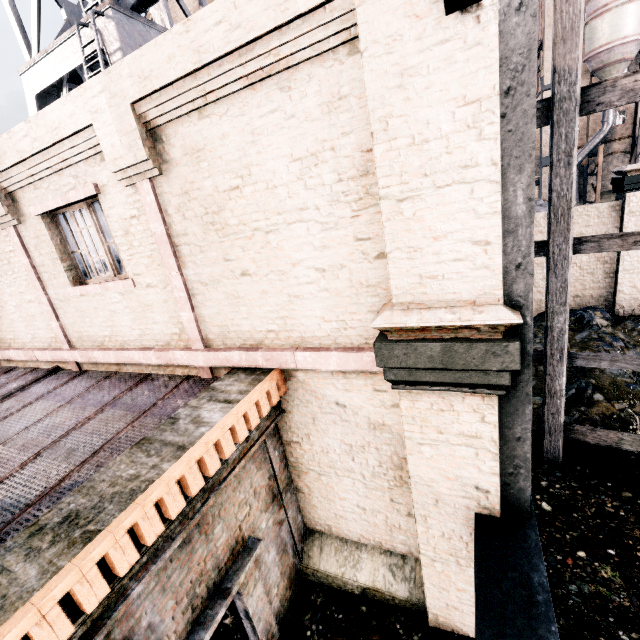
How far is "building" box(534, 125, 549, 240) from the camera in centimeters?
1448cm

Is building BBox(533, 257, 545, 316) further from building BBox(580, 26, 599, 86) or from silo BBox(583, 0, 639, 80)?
building BBox(580, 26, 599, 86)

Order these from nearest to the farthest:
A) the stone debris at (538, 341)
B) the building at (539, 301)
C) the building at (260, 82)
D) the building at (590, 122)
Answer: the building at (260, 82)
the stone debris at (538, 341)
the building at (539, 301)
the building at (590, 122)

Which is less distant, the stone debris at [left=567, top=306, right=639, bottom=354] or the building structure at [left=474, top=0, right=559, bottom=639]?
the building structure at [left=474, top=0, right=559, bottom=639]

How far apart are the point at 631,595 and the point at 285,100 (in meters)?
9.60

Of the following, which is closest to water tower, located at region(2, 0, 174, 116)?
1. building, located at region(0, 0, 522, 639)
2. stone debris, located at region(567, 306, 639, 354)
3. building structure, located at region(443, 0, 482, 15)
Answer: building, located at region(0, 0, 522, 639)

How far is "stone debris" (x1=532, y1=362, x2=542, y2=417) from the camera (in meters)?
10.35

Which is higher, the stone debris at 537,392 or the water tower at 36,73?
the water tower at 36,73
